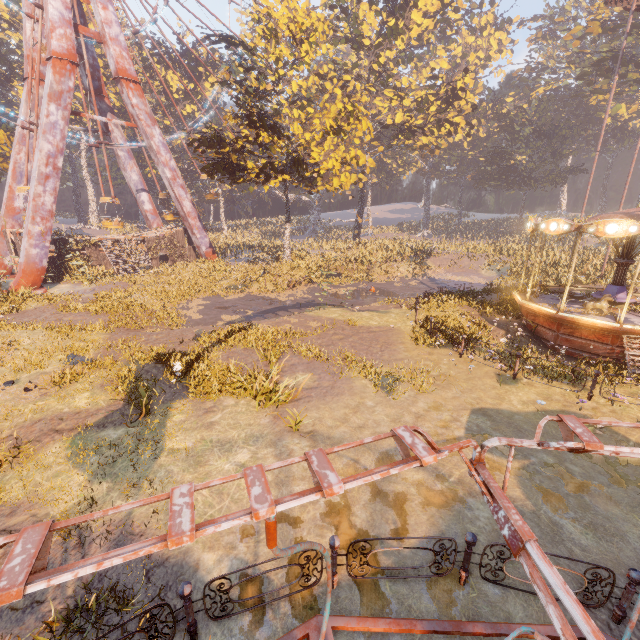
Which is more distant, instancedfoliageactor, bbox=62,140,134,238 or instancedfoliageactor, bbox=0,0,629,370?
instancedfoliageactor, bbox=62,140,134,238

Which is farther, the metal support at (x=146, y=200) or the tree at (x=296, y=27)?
the metal support at (x=146, y=200)

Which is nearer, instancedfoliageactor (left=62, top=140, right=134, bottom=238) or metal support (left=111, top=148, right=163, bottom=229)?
metal support (left=111, top=148, right=163, bottom=229)

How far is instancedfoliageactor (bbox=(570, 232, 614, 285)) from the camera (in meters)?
21.92

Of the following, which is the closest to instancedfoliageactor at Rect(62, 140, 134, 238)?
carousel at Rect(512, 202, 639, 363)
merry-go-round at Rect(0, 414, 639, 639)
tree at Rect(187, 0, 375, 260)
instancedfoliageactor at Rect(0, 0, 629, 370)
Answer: tree at Rect(187, 0, 375, 260)

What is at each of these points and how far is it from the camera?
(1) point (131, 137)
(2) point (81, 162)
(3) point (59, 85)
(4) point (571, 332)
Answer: (1) instancedfoliageactor, 56.3 meters
(2) instancedfoliageactor, 56.8 meters
(3) metal support, 22.1 meters
(4) carousel, 13.5 meters

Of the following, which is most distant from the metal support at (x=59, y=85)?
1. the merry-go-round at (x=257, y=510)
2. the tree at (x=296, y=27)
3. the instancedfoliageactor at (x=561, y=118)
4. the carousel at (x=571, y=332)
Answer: the carousel at (x=571, y=332)
